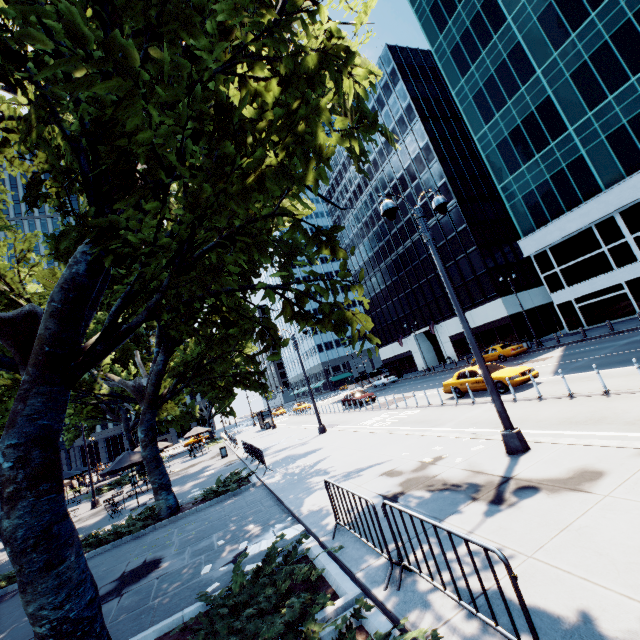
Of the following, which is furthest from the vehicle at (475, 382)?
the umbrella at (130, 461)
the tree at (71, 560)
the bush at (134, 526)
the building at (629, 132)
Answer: the building at (629, 132)

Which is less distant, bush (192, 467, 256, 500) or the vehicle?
bush (192, 467, 256, 500)

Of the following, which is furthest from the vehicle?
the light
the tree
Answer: the tree

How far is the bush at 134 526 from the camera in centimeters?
1181cm

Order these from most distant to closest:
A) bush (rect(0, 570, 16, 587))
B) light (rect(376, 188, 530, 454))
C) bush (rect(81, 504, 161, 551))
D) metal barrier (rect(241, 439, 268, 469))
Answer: metal barrier (rect(241, 439, 268, 469)), bush (rect(81, 504, 161, 551)), bush (rect(0, 570, 16, 587)), light (rect(376, 188, 530, 454))

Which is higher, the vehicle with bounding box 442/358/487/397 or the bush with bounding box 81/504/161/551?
the vehicle with bounding box 442/358/487/397

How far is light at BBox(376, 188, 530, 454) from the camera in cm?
774

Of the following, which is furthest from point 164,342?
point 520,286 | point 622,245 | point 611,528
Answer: point 520,286
